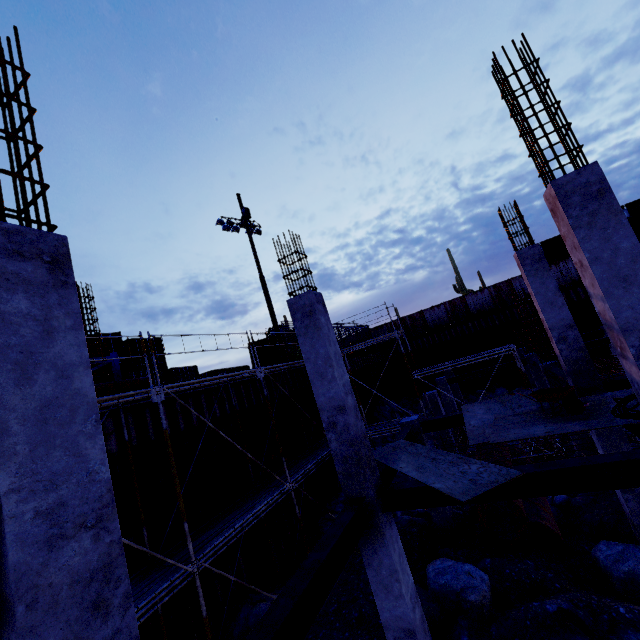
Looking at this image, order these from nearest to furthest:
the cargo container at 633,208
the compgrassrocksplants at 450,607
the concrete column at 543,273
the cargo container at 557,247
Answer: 1. the compgrassrocksplants at 450,607
2. the concrete column at 543,273
3. the cargo container at 633,208
4. the cargo container at 557,247

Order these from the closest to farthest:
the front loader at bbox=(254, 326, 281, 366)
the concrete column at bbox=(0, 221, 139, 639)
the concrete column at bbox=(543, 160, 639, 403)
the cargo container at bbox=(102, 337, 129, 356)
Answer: the concrete column at bbox=(0, 221, 139, 639)
the concrete column at bbox=(543, 160, 639, 403)
the cargo container at bbox=(102, 337, 129, 356)
the front loader at bbox=(254, 326, 281, 366)

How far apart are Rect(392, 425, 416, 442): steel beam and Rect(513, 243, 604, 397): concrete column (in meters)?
4.55

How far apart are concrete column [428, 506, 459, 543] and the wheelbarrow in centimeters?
354cm

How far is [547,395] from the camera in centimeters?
682cm

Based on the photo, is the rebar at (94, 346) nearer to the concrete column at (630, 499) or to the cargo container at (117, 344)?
the concrete column at (630, 499)

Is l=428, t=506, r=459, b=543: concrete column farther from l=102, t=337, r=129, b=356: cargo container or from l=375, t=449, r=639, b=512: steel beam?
l=102, t=337, r=129, b=356: cargo container

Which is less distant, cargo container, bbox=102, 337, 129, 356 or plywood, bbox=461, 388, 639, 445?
plywood, bbox=461, 388, 639, 445
